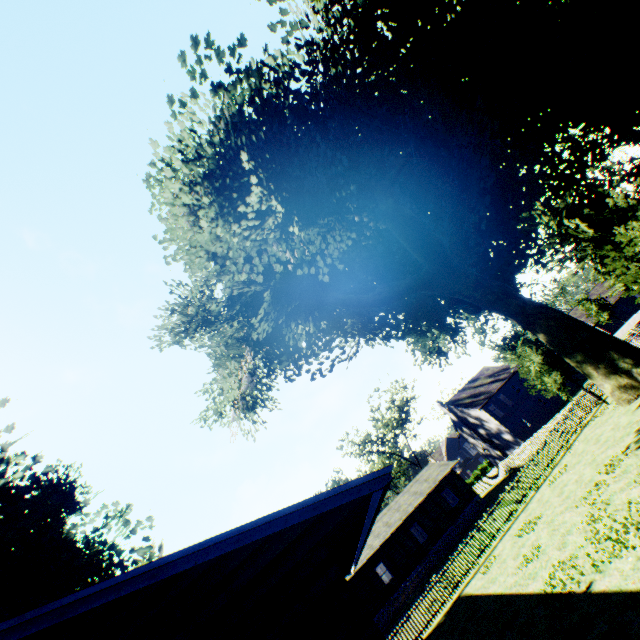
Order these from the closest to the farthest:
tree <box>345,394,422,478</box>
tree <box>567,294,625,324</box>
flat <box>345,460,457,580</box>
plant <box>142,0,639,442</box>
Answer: plant <box>142,0,639,442</box> → flat <box>345,460,457,580</box> → tree <box>567,294,625,324</box> → tree <box>345,394,422,478</box>

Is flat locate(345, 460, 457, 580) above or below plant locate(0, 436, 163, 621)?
below

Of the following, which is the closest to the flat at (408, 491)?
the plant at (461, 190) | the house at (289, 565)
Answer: the plant at (461, 190)

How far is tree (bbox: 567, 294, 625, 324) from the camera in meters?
47.9

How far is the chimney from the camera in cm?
4653

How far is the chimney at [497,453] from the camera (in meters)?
46.53

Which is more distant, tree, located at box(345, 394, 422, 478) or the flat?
tree, located at box(345, 394, 422, 478)

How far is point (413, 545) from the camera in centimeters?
3152cm
